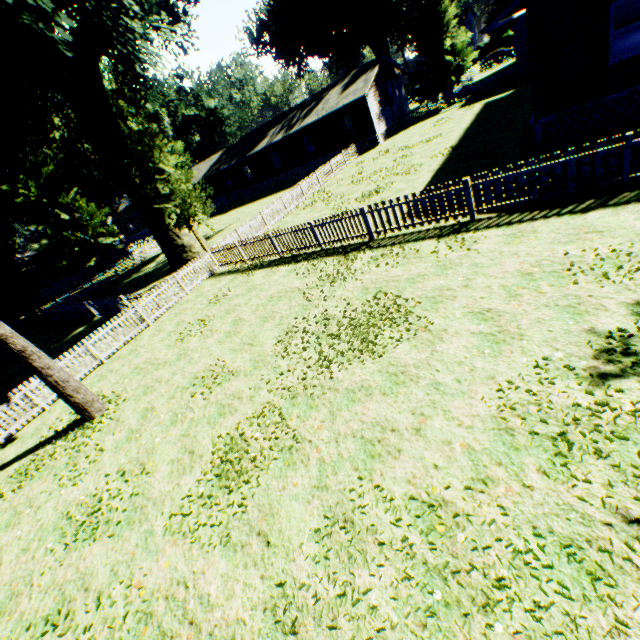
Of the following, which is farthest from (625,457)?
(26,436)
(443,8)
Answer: (443,8)

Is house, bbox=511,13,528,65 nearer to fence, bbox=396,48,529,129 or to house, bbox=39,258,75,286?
fence, bbox=396,48,529,129

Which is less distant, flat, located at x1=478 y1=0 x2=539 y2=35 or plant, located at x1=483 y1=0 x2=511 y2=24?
flat, located at x1=478 y1=0 x2=539 y2=35

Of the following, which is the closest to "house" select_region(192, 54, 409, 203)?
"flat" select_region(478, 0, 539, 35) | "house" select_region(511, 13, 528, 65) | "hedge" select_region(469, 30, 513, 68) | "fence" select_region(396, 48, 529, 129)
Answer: "fence" select_region(396, 48, 529, 129)

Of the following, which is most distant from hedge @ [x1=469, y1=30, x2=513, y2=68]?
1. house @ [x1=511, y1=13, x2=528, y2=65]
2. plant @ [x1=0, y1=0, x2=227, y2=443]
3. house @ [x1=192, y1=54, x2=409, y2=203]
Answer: house @ [x1=192, y1=54, x2=409, y2=203]

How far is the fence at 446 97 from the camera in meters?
A: 27.5

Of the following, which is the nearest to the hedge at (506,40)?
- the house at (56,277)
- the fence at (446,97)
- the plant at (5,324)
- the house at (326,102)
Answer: the plant at (5,324)
